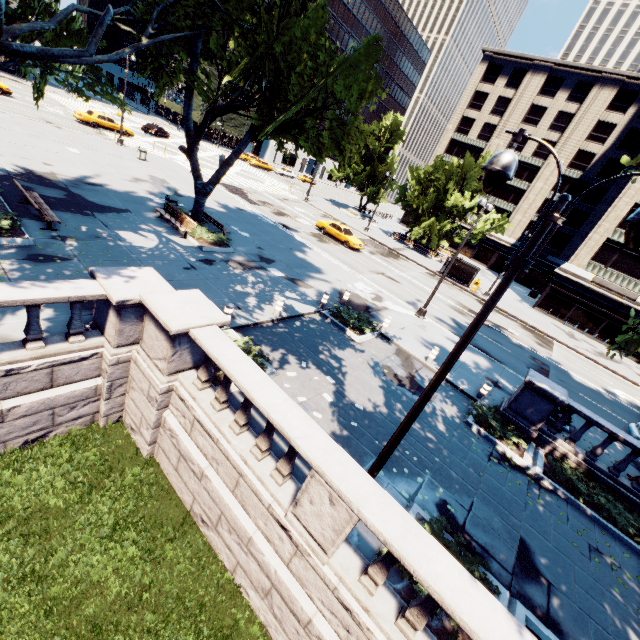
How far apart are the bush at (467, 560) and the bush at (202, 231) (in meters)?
14.52

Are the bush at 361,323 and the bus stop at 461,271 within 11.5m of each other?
no

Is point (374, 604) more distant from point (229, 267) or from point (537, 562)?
point (229, 267)

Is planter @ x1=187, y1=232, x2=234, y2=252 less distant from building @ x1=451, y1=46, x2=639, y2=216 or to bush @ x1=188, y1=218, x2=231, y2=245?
bush @ x1=188, y1=218, x2=231, y2=245

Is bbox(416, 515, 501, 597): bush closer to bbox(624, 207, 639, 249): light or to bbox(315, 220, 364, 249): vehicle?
bbox(624, 207, 639, 249): light

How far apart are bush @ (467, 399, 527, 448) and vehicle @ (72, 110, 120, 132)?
41.8 meters

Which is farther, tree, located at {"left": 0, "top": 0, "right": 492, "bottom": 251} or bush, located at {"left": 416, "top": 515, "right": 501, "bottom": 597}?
tree, located at {"left": 0, "top": 0, "right": 492, "bottom": 251}

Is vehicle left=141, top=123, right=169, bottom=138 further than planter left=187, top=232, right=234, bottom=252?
Yes
